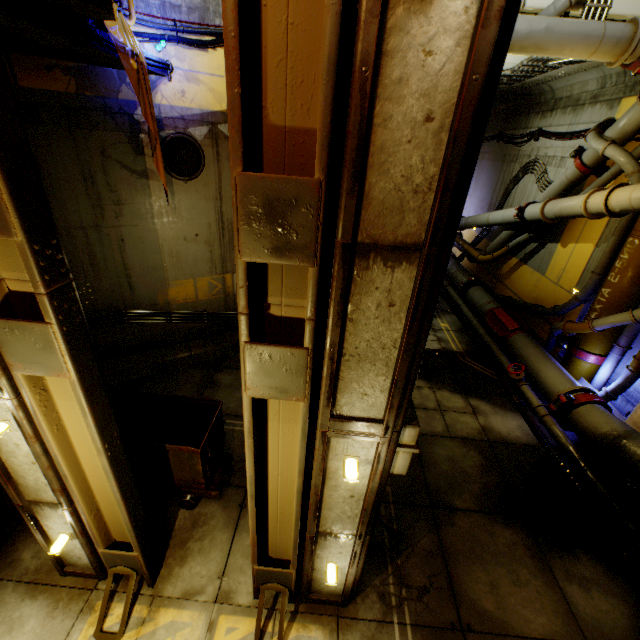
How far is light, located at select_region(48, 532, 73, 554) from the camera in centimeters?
349cm

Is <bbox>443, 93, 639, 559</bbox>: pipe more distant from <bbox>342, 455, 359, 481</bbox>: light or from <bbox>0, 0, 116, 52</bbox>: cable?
<bbox>342, 455, 359, 481</bbox>: light

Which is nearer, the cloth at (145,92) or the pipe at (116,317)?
the cloth at (145,92)

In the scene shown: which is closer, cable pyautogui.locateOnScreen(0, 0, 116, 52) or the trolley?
cable pyautogui.locateOnScreen(0, 0, 116, 52)

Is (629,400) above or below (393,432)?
below

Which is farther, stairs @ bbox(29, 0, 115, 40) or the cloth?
the cloth

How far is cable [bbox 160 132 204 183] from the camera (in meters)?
5.92

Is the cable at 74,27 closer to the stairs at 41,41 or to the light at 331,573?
the stairs at 41,41
